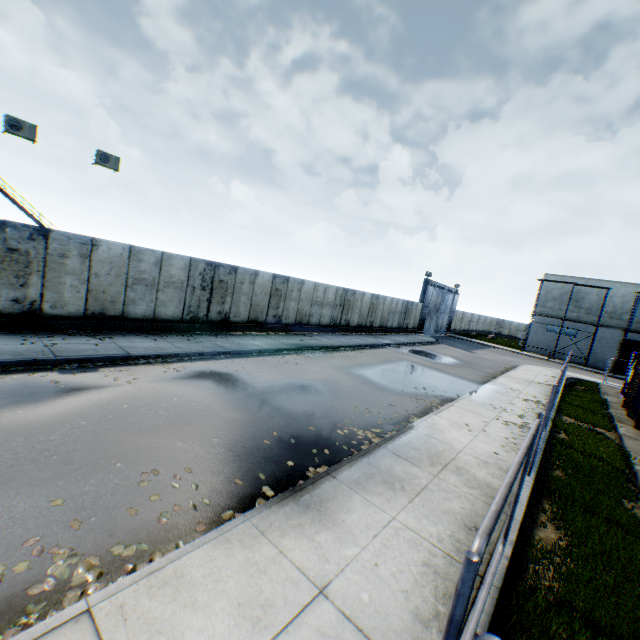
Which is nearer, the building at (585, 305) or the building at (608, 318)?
the building at (608, 318)

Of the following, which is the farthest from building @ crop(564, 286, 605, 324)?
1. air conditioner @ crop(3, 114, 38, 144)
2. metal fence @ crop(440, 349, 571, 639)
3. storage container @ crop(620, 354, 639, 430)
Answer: air conditioner @ crop(3, 114, 38, 144)

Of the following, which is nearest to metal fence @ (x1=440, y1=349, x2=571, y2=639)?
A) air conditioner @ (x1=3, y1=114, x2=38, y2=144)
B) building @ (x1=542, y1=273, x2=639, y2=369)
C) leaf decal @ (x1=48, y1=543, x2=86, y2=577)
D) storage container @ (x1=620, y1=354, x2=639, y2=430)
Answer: leaf decal @ (x1=48, y1=543, x2=86, y2=577)

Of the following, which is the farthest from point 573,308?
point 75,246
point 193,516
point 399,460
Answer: point 75,246

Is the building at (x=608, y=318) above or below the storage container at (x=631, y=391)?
above

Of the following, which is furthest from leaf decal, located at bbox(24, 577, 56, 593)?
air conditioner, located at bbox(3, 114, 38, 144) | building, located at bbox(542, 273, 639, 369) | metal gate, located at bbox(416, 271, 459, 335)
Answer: building, located at bbox(542, 273, 639, 369)

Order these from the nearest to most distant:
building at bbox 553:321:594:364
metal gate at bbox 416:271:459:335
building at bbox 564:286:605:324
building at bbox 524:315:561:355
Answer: metal gate at bbox 416:271:459:335 < building at bbox 564:286:605:324 < building at bbox 553:321:594:364 < building at bbox 524:315:561:355

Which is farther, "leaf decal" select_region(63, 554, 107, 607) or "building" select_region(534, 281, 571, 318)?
"building" select_region(534, 281, 571, 318)
